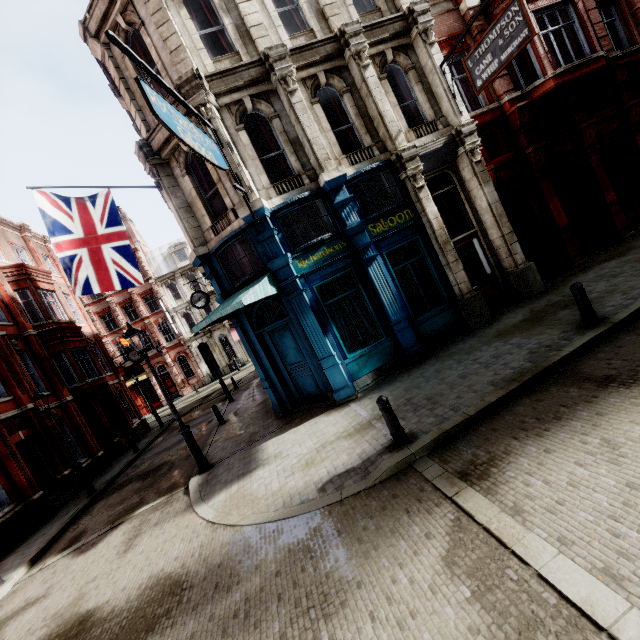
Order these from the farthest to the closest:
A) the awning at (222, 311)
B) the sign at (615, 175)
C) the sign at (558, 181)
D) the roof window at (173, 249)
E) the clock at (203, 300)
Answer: the roof window at (173, 249)
the clock at (203, 300)
the sign at (615, 175)
the sign at (558, 181)
the awning at (222, 311)

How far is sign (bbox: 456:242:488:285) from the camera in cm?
1130

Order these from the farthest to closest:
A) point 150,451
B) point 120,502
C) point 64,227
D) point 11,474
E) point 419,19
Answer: point 150,451, point 11,474, point 120,502, point 419,19, point 64,227

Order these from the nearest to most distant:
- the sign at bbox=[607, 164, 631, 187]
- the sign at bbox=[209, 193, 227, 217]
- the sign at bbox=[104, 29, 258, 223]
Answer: the sign at bbox=[104, 29, 258, 223] → the sign at bbox=[209, 193, 227, 217] → the sign at bbox=[607, 164, 631, 187]

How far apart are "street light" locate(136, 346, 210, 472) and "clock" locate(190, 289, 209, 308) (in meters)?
8.45

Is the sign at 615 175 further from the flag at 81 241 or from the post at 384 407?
the flag at 81 241

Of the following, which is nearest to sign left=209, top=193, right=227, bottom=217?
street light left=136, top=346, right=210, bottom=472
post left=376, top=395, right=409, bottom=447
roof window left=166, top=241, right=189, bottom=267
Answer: street light left=136, top=346, right=210, bottom=472

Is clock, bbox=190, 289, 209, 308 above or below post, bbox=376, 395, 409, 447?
above
